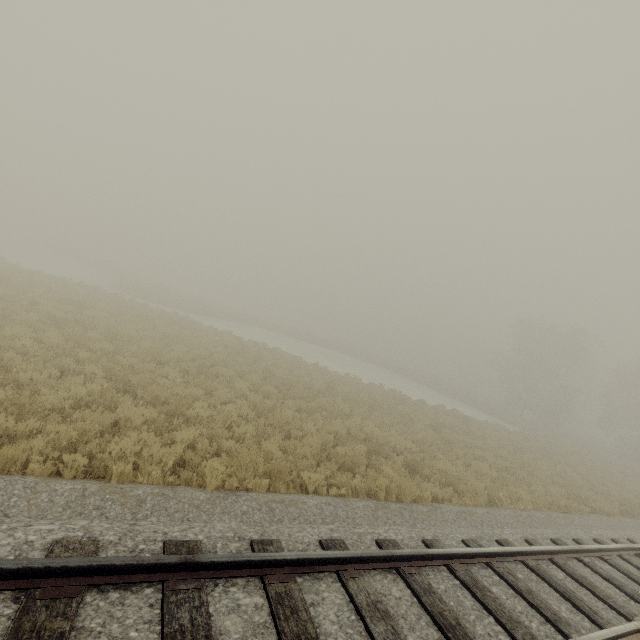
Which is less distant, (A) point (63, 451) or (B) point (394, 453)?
(A) point (63, 451)
